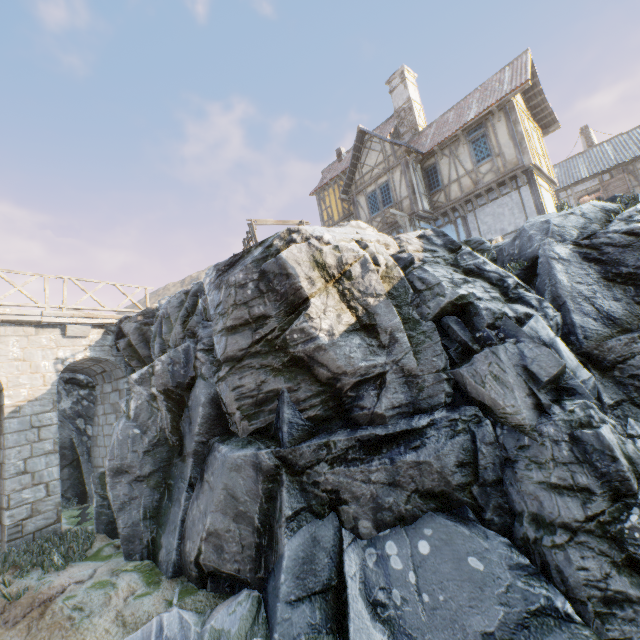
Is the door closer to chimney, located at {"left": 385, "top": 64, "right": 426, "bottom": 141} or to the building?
the building

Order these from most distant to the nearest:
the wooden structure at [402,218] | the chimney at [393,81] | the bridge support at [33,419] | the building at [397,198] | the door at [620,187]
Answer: the chimney at [393,81]
the door at [620,187]
the wooden structure at [402,218]
the building at [397,198]
the bridge support at [33,419]

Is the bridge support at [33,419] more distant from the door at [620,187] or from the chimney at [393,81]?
the door at [620,187]

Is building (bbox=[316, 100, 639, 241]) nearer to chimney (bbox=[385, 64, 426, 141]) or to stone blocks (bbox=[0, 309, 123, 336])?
chimney (bbox=[385, 64, 426, 141])

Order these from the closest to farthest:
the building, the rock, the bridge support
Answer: the rock
the bridge support
the building

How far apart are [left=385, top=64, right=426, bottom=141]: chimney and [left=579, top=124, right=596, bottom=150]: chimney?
14.47m

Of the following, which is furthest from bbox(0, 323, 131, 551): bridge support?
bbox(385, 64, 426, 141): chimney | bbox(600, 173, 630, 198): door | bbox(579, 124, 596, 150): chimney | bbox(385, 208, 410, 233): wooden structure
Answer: bbox(579, 124, 596, 150): chimney

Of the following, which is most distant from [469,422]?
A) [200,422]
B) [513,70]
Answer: [513,70]
